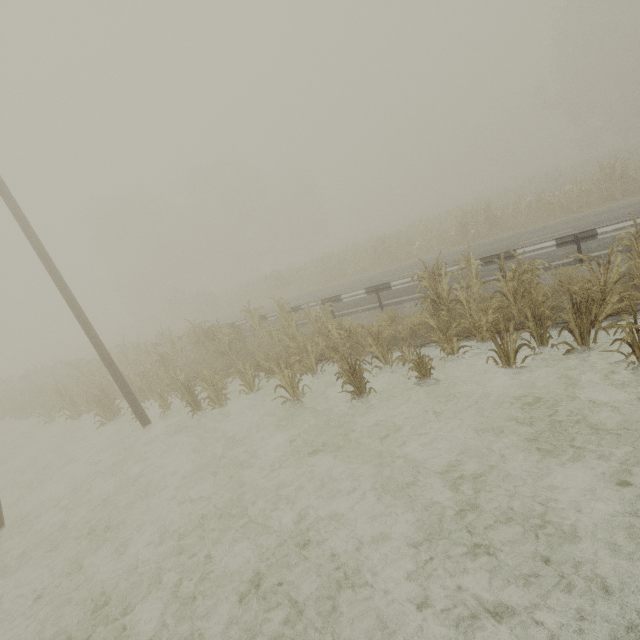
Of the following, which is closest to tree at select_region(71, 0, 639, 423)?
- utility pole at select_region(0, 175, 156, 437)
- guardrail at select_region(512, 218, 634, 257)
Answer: utility pole at select_region(0, 175, 156, 437)

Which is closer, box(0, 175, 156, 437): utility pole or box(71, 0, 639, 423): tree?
box(71, 0, 639, 423): tree

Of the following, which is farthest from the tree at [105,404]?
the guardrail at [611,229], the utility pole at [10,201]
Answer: the guardrail at [611,229]

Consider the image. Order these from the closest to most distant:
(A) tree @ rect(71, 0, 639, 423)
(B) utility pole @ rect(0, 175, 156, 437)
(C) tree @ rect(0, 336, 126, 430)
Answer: (A) tree @ rect(71, 0, 639, 423) → (B) utility pole @ rect(0, 175, 156, 437) → (C) tree @ rect(0, 336, 126, 430)

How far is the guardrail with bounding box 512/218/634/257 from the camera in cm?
868

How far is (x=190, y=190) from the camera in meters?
45.2
